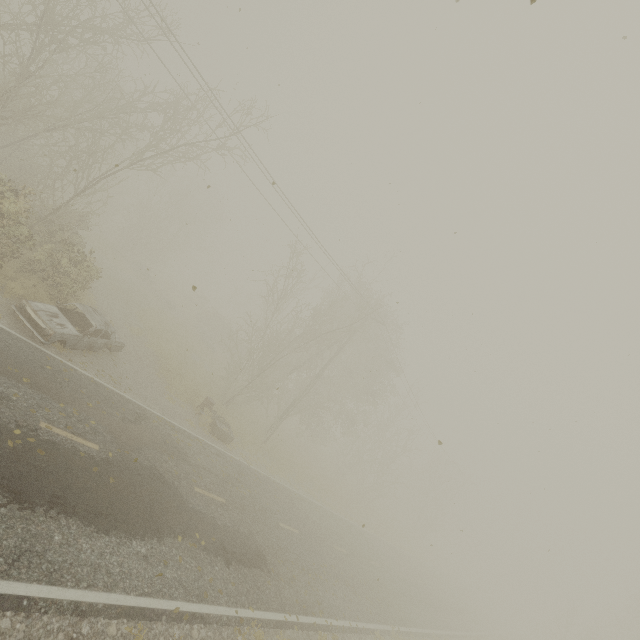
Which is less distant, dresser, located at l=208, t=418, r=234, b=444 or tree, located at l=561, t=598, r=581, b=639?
dresser, located at l=208, t=418, r=234, b=444

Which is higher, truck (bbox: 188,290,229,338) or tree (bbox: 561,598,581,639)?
tree (bbox: 561,598,581,639)

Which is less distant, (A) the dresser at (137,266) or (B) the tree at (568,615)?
(A) the dresser at (137,266)

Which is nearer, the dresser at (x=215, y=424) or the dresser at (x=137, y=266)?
the dresser at (x=215, y=424)

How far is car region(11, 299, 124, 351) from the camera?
10.3m

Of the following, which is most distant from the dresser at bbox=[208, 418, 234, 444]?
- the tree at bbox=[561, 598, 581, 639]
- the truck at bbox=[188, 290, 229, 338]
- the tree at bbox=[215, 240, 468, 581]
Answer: the tree at bbox=[561, 598, 581, 639]

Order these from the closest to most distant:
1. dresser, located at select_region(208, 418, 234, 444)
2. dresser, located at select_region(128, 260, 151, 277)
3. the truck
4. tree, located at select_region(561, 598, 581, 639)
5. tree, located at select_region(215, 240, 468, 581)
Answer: dresser, located at select_region(208, 418, 234, 444), tree, located at select_region(215, 240, 468, 581), dresser, located at select_region(128, 260, 151, 277), tree, located at select_region(561, 598, 581, 639), the truck

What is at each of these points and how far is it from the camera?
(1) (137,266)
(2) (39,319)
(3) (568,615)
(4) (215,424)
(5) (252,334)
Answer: (1) dresser, 32.1 meters
(2) car, 10.3 meters
(3) tree, 37.3 meters
(4) dresser, 16.2 meters
(5) tree, 21.0 meters
